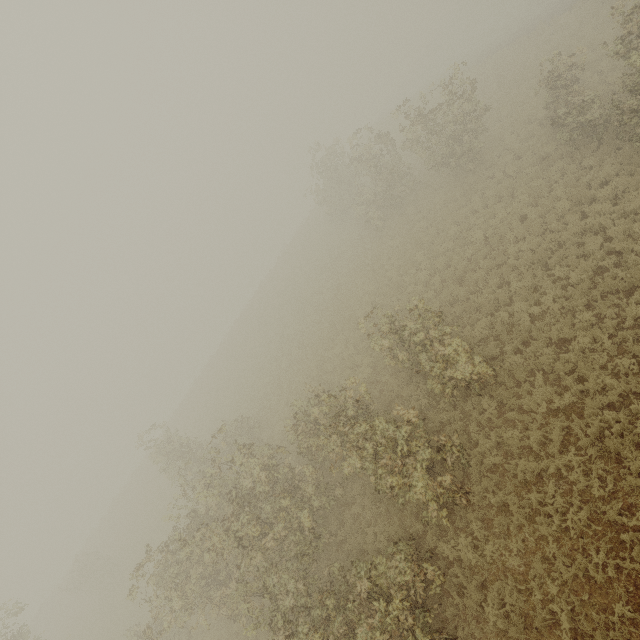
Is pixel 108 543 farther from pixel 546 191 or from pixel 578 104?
pixel 578 104
